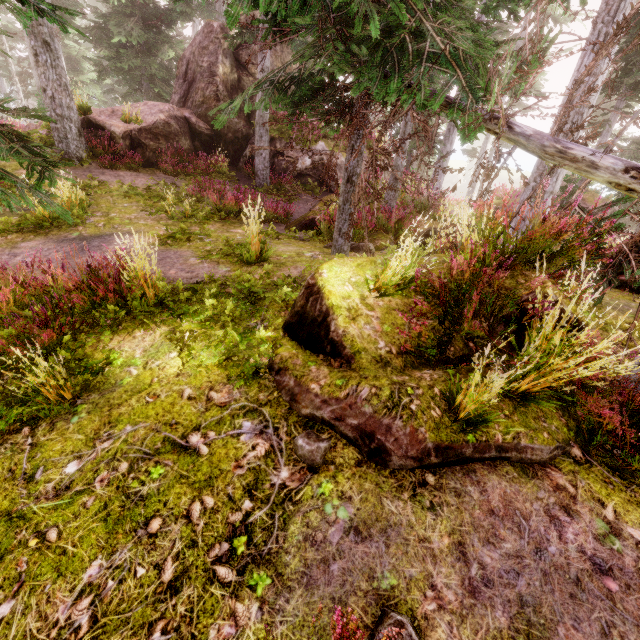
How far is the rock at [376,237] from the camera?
9.1m

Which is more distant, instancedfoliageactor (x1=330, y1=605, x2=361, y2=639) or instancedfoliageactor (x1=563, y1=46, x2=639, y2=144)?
instancedfoliageactor (x1=563, y1=46, x2=639, y2=144)

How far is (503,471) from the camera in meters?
2.8

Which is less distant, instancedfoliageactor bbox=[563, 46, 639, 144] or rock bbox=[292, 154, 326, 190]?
instancedfoliageactor bbox=[563, 46, 639, 144]

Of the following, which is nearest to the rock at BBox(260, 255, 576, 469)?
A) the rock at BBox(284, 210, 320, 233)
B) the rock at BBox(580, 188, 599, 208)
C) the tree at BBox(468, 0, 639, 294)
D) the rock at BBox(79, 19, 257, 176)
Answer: the tree at BBox(468, 0, 639, 294)

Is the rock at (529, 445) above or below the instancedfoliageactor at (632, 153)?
below

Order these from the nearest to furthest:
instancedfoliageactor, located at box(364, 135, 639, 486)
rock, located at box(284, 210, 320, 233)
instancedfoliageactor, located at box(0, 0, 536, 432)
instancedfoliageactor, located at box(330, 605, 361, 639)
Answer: instancedfoliageactor, located at box(330, 605, 361, 639) → instancedfoliageactor, located at box(364, 135, 639, 486) → instancedfoliageactor, located at box(0, 0, 536, 432) → rock, located at box(284, 210, 320, 233)
